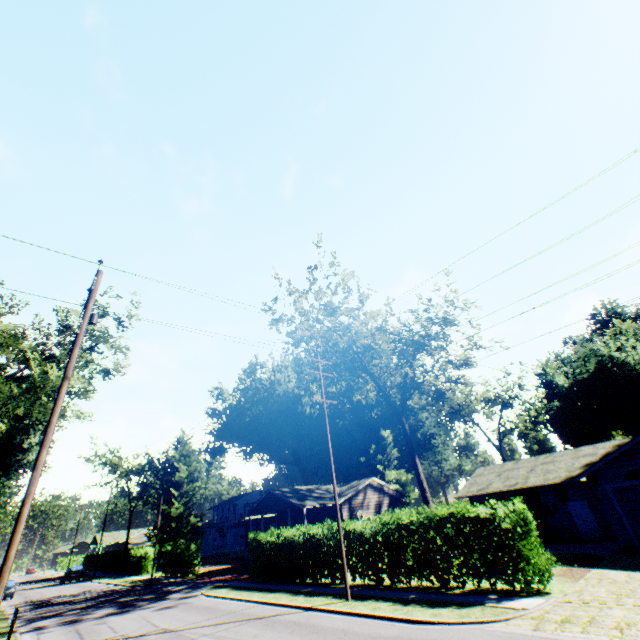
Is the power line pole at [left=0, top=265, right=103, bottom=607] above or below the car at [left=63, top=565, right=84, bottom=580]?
above

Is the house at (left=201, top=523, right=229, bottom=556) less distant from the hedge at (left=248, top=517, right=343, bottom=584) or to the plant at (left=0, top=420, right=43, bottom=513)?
the plant at (left=0, top=420, right=43, bottom=513)

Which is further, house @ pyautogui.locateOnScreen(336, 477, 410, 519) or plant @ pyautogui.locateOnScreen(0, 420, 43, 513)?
plant @ pyautogui.locateOnScreen(0, 420, 43, 513)

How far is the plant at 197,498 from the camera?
45.1m

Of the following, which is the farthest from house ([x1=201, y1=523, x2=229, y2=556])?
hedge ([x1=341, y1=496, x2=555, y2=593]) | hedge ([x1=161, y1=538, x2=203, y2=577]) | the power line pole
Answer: the power line pole

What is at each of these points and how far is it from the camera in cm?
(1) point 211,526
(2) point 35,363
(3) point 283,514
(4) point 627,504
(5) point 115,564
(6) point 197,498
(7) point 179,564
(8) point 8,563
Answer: (1) house, 5872
(2) tree, 2097
(3) house, 3997
(4) garage door, 1677
(5) hedge, 4659
(6) plant, 4988
(7) hedge, 3120
(8) power line pole, 745

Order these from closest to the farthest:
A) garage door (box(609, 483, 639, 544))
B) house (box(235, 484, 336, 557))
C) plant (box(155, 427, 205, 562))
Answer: garage door (box(609, 483, 639, 544)) < house (box(235, 484, 336, 557)) < plant (box(155, 427, 205, 562))

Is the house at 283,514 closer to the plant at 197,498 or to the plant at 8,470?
the plant at 8,470
